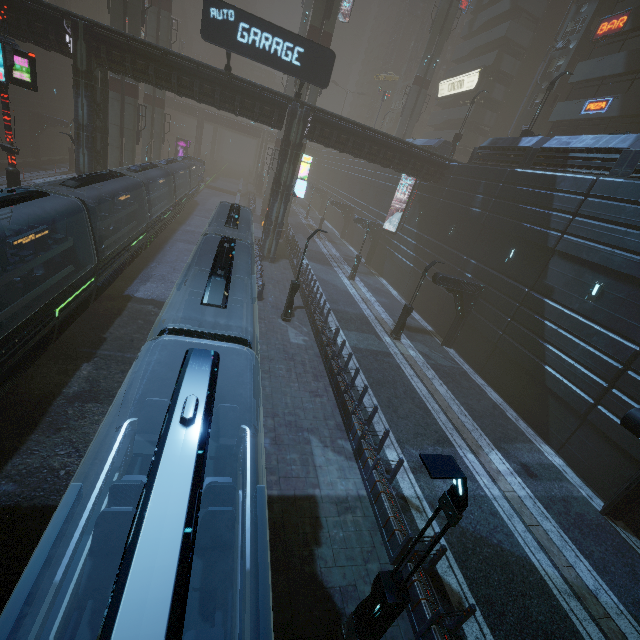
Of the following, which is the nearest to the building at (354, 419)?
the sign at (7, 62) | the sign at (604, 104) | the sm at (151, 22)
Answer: the sign at (604, 104)

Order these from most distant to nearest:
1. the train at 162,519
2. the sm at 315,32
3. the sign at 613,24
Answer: the sm at 315,32
the sign at 613,24
the train at 162,519

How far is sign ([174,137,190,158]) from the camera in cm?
5385

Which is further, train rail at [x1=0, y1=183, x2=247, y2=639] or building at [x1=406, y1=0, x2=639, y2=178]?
building at [x1=406, y1=0, x2=639, y2=178]

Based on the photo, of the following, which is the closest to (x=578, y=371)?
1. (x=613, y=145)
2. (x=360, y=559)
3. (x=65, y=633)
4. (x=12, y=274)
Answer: (x=613, y=145)

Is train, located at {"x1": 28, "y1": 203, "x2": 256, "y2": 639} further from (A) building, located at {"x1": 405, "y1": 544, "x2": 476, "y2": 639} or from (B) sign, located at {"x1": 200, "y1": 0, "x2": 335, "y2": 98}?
(B) sign, located at {"x1": 200, "y1": 0, "x2": 335, "y2": 98}

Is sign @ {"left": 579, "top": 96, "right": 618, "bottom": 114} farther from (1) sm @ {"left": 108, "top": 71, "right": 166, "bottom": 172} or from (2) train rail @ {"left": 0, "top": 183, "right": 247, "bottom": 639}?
(1) sm @ {"left": 108, "top": 71, "right": 166, "bottom": 172}

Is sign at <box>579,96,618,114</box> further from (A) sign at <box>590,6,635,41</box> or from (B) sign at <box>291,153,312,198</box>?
(B) sign at <box>291,153,312,198</box>
